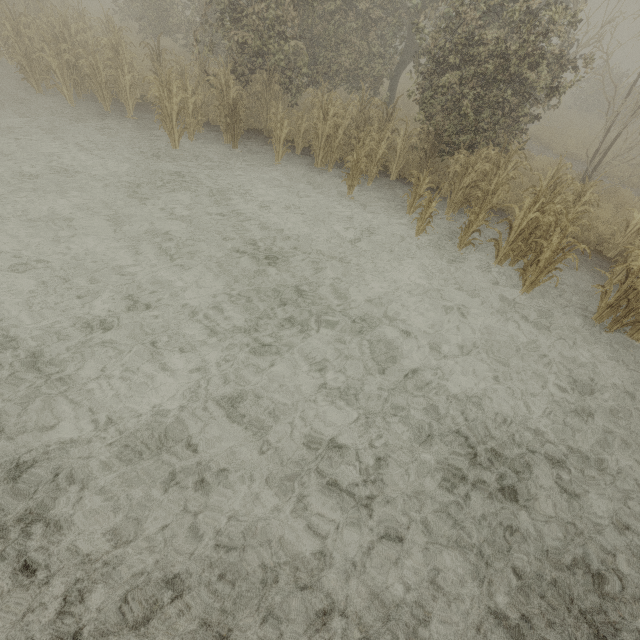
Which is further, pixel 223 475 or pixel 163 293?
pixel 163 293
